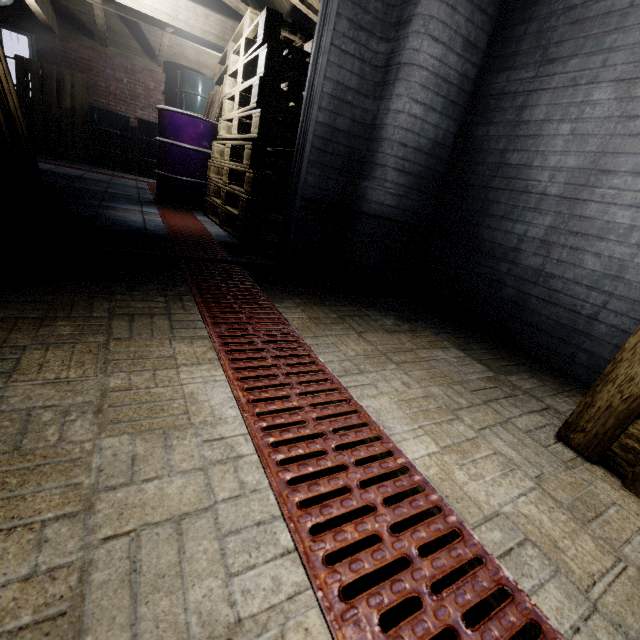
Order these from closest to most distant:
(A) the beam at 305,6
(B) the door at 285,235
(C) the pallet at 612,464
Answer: (C) the pallet at 612,464 < (B) the door at 285,235 < (A) the beam at 305,6

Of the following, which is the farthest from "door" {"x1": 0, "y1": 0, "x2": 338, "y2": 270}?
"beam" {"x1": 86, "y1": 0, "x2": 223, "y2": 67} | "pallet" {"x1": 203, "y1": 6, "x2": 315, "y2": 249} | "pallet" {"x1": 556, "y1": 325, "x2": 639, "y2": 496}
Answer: "beam" {"x1": 86, "y1": 0, "x2": 223, "y2": 67}

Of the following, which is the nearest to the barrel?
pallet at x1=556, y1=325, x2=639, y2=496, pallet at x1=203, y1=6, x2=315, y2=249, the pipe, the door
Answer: the pipe

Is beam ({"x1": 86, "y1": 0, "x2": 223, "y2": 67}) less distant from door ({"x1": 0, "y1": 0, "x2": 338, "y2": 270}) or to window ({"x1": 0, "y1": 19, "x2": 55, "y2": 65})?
window ({"x1": 0, "y1": 19, "x2": 55, "y2": 65})

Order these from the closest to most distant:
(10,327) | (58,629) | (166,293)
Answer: (58,629) → (10,327) → (166,293)

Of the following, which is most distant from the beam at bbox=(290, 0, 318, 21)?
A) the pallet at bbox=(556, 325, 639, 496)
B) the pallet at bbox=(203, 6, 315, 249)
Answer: the pallet at bbox=(556, 325, 639, 496)

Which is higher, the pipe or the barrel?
the pipe

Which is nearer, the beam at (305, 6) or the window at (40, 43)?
the beam at (305, 6)
